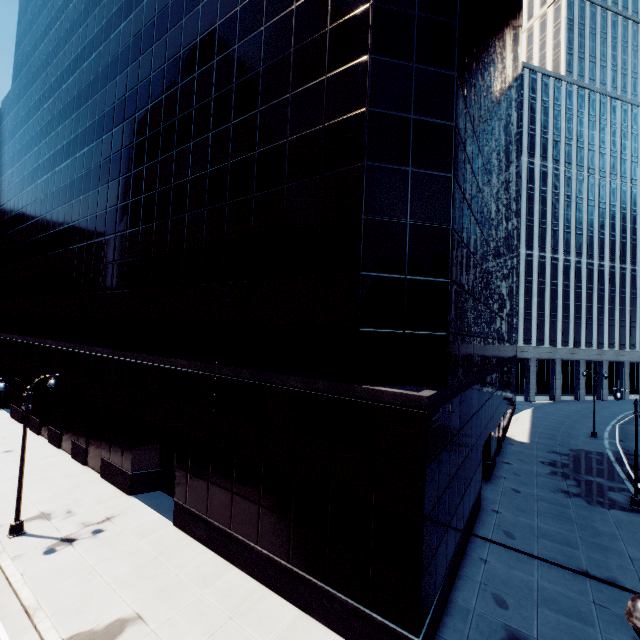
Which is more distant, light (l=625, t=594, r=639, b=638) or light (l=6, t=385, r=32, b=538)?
light (l=6, t=385, r=32, b=538)

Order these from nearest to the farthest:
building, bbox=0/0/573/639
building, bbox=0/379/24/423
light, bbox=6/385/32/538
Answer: building, bbox=0/0/573/639
light, bbox=6/385/32/538
building, bbox=0/379/24/423

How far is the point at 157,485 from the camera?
19.9 meters

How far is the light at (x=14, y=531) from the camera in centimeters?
1514cm

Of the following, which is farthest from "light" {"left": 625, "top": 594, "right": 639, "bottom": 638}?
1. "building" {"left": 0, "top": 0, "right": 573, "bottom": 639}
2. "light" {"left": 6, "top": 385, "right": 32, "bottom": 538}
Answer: "light" {"left": 6, "top": 385, "right": 32, "bottom": 538}

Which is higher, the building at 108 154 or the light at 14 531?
the building at 108 154

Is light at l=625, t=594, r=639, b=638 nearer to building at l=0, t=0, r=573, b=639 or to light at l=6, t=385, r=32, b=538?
building at l=0, t=0, r=573, b=639
